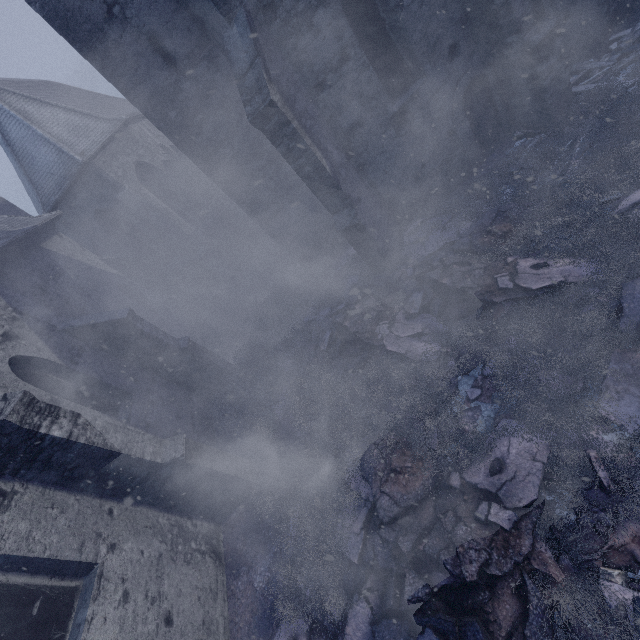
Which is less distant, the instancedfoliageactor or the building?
the instancedfoliageactor

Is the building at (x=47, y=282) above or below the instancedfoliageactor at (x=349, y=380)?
above

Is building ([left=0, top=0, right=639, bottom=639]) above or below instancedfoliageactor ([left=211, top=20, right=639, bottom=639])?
above

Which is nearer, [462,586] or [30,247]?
[462,586]

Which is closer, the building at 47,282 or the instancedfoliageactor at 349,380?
the instancedfoliageactor at 349,380
